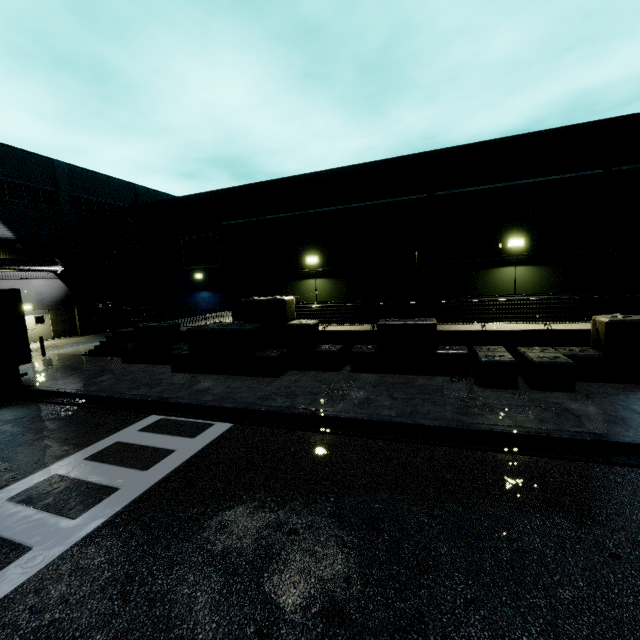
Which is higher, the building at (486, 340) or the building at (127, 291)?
the building at (127, 291)

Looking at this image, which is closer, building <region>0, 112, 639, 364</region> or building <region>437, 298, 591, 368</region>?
building <region>437, 298, 591, 368</region>

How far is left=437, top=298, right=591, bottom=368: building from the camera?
10.21m

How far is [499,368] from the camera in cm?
920

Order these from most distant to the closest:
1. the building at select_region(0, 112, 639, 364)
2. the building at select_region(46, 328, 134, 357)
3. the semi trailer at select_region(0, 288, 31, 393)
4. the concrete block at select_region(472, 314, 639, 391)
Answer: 1. the building at select_region(46, 328, 134, 357)
2. the semi trailer at select_region(0, 288, 31, 393)
3. the building at select_region(0, 112, 639, 364)
4. the concrete block at select_region(472, 314, 639, 391)

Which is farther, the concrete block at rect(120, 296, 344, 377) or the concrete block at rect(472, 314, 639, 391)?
the concrete block at rect(120, 296, 344, 377)

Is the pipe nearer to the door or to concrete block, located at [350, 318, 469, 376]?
the door

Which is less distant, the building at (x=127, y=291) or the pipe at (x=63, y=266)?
the pipe at (x=63, y=266)
